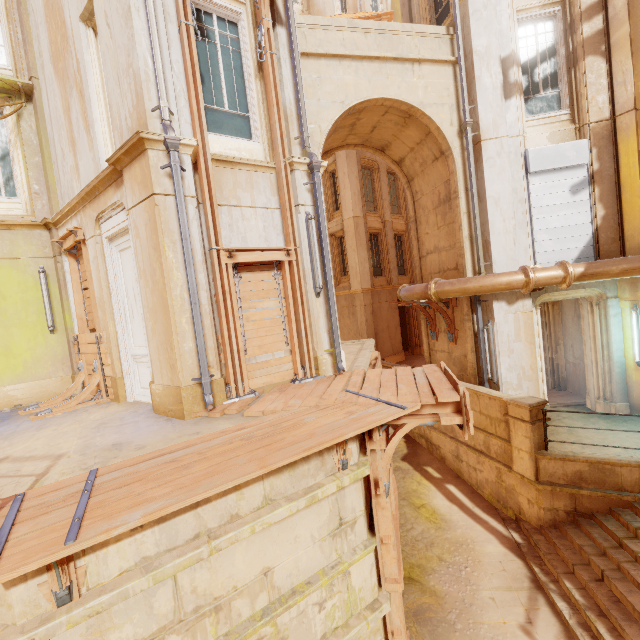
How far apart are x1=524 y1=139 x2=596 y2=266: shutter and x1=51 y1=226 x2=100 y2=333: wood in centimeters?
1124cm

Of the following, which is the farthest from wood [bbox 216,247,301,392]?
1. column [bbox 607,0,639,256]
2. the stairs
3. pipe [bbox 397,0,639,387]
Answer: column [bbox 607,0,639,256]

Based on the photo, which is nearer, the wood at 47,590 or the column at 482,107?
the wood at 47,590

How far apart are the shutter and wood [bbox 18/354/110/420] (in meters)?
11.43

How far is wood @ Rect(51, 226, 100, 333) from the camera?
7.66m

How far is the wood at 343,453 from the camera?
4.7m

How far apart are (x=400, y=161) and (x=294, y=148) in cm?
573

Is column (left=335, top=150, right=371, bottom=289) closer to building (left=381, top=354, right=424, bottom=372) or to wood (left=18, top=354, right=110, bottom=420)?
building (left=381, top=354, right=424, bottom=372)
